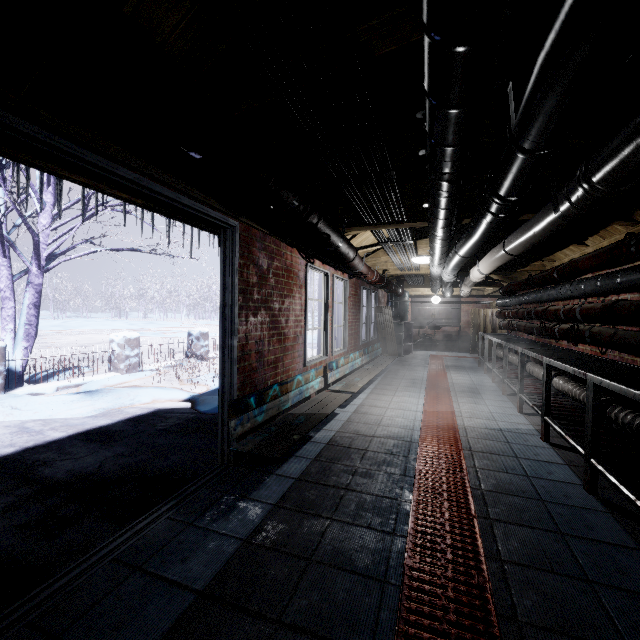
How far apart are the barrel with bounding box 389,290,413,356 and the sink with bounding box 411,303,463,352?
0.1 meters

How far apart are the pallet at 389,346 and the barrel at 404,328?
0.8 meters

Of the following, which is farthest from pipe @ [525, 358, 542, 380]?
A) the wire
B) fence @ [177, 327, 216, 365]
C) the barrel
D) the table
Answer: fence @ [177, 327, 216, 365]

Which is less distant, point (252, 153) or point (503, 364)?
point (252, 153)

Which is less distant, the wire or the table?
the wire

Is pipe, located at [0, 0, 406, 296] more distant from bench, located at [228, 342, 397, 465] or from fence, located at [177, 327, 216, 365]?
fence, located at [177, 327, 216, 365]

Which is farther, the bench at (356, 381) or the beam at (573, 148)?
the bench at (356, 381)

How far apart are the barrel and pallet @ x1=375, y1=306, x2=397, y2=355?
0.8 meters
